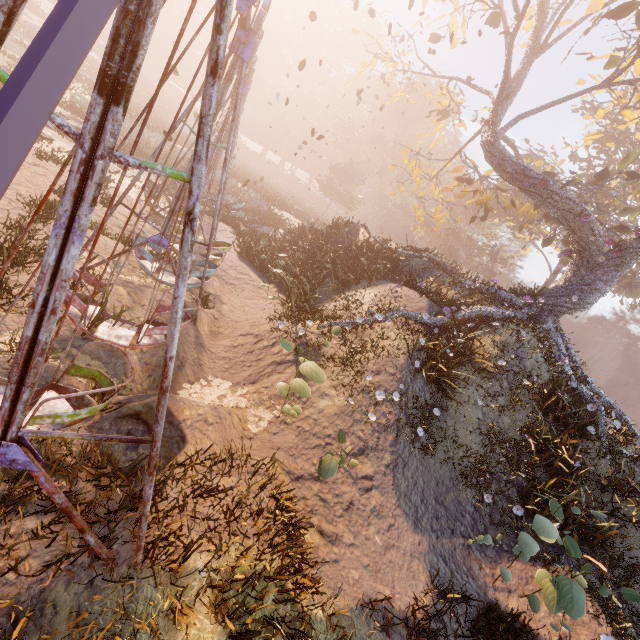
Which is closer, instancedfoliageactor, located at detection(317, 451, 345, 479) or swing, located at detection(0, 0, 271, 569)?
swing, located at detection(0, 0, 271, 569)

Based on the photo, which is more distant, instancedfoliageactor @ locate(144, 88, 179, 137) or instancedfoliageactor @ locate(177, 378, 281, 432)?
instancedfoliageactor @ locate(144, 88, 179, 137)

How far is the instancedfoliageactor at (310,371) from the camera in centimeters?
604cm

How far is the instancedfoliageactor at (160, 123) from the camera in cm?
2871

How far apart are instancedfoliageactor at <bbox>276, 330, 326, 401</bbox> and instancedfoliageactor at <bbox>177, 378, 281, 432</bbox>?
1.93m

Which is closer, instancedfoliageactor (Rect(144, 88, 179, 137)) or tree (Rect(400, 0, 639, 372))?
tree (Rect(400, 0, 639, 372))

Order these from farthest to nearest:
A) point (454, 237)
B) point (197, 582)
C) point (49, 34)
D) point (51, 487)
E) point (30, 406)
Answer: point (454, 237) < point (30, 406) < point (197, 582) < point (51, 487) < point (49, 34)

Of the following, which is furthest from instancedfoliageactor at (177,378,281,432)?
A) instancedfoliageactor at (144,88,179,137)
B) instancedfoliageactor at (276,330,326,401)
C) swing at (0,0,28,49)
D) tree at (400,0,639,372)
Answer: instancedfoliageactor at (144,88,179,137)
